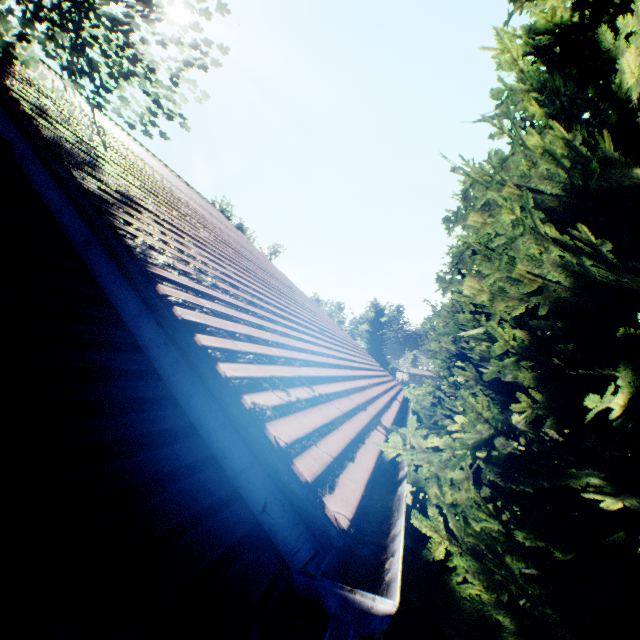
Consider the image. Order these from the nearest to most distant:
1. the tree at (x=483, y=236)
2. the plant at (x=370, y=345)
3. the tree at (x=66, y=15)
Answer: the tree at (x=483, y=236)
the tree at (x=66, y=15)
the plant at (x=370, y=345)

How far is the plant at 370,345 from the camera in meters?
53.2

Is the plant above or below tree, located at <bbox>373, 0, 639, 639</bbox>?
above

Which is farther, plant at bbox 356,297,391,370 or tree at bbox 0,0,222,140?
plant at bbox 356,297,391,370

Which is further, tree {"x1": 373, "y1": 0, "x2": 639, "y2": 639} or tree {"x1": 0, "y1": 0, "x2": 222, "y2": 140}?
tree {"x1": 0, "y1": 0, "x2": 222, "y2": 140}

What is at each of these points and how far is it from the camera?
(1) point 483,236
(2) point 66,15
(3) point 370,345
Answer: (1) tree, 4.0 meters
(2) tree, 2.4 meters
(3) plant, 53.3 meters

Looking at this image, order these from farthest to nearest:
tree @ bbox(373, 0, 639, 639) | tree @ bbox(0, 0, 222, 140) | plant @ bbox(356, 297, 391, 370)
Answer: plant @ bbox(356, 297, 391, 370)
tree @ bbox(0, 0, 222, 140)
tree @ bbox(373, 0, 639, 639)
